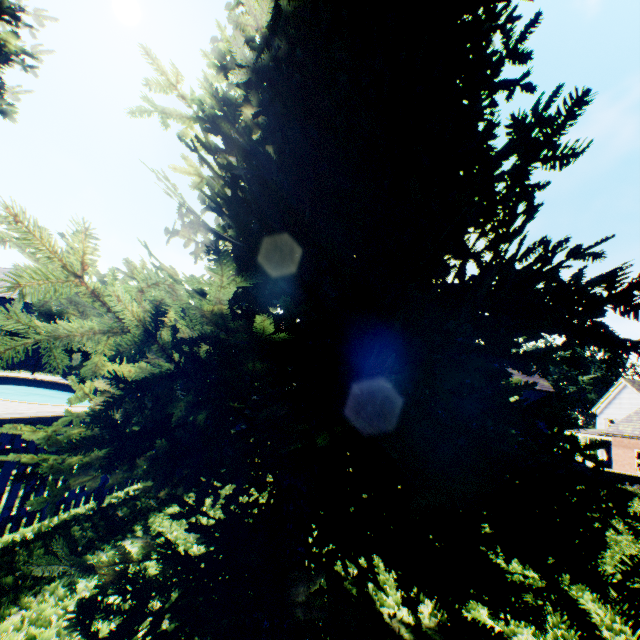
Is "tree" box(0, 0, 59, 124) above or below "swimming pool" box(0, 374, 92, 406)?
above

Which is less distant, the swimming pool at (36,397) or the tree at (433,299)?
the tree at (433,299)

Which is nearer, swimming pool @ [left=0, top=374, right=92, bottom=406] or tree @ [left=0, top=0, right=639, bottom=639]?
tree @ [left=0, top=0, right=639, bottom=639]

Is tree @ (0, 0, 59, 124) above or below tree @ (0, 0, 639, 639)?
above

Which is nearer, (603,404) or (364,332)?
(364,332)

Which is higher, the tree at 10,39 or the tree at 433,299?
the tree at 10,39

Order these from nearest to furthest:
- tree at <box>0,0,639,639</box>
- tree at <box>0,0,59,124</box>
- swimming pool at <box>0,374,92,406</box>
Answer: tree at <box>0,0,639,639</box> < tree at <box>0,0,59,124</box> < swimming pool at <box>0,374,92,406</box>
